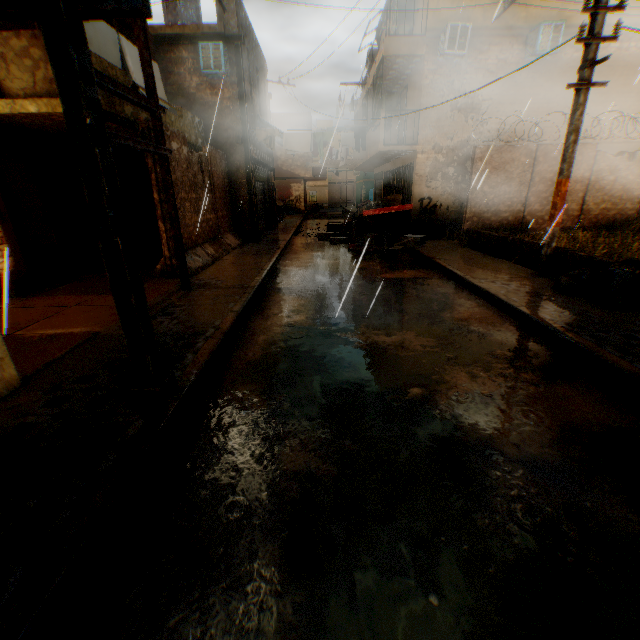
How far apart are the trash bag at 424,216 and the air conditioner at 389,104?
5.9 meters

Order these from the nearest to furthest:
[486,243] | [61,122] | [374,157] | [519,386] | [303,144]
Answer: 1. [519,386]
2. [61,122]
3. [486,243]
4. [303,144]
5. [374,157]

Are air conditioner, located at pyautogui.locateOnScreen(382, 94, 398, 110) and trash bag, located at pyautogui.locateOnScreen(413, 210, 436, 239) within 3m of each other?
no

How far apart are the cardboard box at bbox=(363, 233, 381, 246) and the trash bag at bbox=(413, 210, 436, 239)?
0.25m

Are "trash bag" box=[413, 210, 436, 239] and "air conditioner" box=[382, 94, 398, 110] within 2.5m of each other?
no

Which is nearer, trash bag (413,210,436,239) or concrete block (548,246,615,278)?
concrete block (548,246,615,278)

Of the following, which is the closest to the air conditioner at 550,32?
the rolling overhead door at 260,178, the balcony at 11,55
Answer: the balcony at 11,55

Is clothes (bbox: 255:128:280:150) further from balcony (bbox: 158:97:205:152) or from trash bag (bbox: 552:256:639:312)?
trash bag (bbox: 552:256:639:312)
